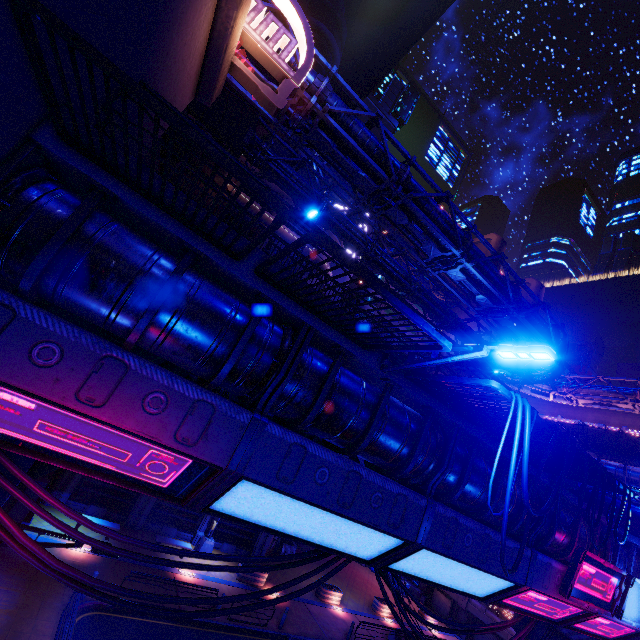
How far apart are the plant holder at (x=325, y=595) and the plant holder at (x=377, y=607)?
4.10m

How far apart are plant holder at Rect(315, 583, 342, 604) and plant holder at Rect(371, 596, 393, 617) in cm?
410

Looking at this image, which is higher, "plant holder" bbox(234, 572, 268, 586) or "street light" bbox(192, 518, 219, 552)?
"street light" bbox(192, 518, 219, 552)

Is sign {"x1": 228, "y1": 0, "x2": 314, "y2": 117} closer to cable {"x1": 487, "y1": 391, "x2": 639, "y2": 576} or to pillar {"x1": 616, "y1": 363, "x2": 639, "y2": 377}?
cable {"x1": 487, "y1": 391, "x2": 639, "y2": 576}

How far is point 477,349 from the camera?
5.30m

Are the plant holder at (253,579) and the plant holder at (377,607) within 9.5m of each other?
no

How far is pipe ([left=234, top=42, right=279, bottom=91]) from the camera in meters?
12.1

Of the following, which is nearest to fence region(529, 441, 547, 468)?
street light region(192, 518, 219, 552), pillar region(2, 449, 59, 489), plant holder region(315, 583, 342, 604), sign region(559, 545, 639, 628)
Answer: sign region(559, 545, 639, 628)
